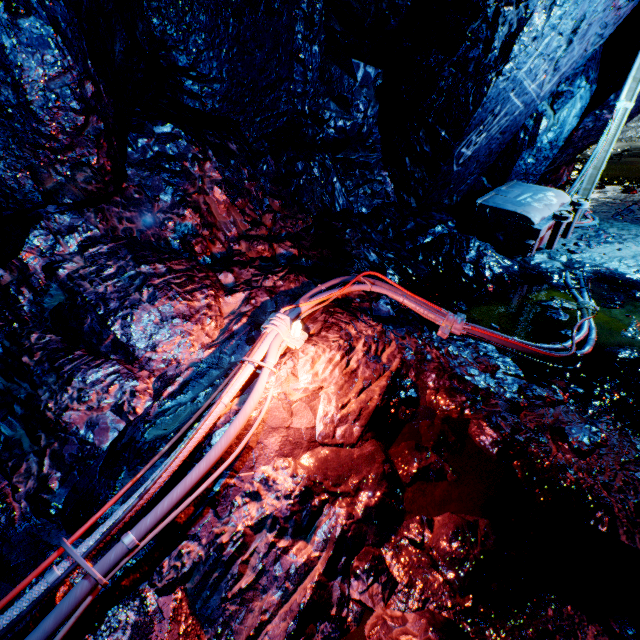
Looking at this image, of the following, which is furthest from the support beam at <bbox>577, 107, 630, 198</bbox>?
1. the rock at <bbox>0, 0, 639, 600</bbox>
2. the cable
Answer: the cable

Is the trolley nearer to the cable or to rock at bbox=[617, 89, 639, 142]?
rock at bbox=[617, 89, 639, 142]

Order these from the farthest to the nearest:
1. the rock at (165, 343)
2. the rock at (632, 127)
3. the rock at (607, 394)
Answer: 1. the rock at (632, 127)
2. the rock at (607, 394)
3. the rock at (165, 343)

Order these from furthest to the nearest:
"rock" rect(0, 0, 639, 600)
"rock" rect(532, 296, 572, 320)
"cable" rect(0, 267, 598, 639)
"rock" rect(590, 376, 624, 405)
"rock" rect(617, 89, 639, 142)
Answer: "rock" rect(617, 89, 639, 142), "rock" rect(532, 296, 572, 320), "rock" rect(590, 376, 624, 405), "rock" rect(0, 0, 639, 600), "cable" rect(0, 267, 598, 639)

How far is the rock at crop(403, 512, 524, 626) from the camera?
1.6m

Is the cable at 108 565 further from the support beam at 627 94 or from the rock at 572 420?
the support beam at 627 94

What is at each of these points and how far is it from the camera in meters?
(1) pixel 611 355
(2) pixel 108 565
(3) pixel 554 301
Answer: (1) rock, 3.2
(2) cable, 1.5
(3) rock, 4.1
